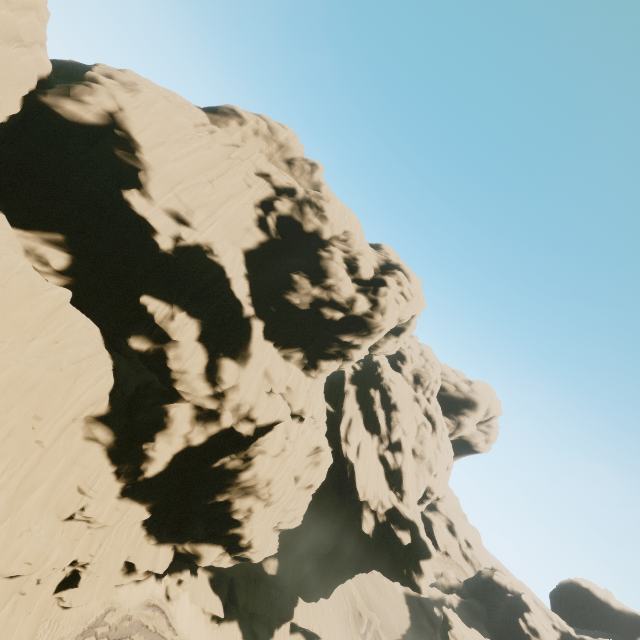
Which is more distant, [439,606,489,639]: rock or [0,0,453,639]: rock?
[439,606,489,639]: rock

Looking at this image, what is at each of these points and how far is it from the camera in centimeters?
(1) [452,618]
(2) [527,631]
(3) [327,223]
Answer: (1) rock, 4347cm
(2) rock, 5900cm
(3) rock, 3625cm

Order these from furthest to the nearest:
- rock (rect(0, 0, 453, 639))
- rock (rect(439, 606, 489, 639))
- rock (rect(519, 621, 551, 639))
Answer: rock (rect(519, 621, 551, 639)) < rock (rect(439, 606, 489, 639)) < rock (rect(0, 0, 453, 639))

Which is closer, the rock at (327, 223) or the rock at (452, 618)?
the rock at (327, 223)

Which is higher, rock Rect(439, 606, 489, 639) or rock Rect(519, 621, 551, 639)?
rock Rect(519, 621, 551, 639)
